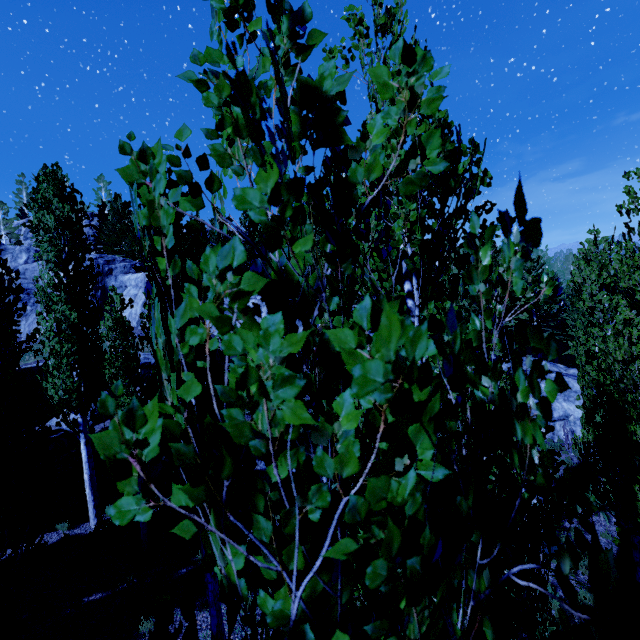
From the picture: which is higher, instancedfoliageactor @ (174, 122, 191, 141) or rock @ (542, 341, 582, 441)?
instancedfoliageactor @ (174, 122, 191, 141)

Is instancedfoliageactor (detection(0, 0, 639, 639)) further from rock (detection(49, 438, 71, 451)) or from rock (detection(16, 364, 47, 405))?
rock (detection(49, 438, 71, 451))

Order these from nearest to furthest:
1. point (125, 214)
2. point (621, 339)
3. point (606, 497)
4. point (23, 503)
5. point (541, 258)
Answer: point (23, 503), point (621, 339), point (606, 497), point (541, 258), point (125, 214)

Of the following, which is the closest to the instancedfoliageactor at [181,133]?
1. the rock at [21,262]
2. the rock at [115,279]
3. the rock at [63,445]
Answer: the rock at [115,279]

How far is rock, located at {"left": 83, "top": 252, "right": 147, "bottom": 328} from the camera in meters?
27.1

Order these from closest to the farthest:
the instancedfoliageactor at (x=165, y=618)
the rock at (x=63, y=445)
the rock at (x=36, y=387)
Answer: the instancedfoliageactor at (x=165, y=618)
the rock at (x=63, y=445)
the rock at (x=36, y=387)

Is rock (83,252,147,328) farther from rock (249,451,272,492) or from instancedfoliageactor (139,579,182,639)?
rock (249,451,272,492)

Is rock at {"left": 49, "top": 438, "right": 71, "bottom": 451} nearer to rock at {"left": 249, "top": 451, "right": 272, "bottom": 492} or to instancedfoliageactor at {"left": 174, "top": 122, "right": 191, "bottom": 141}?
instancedfoliageactor at {"left": 174, "top": 122, "right": 191, "bottom": 141}
